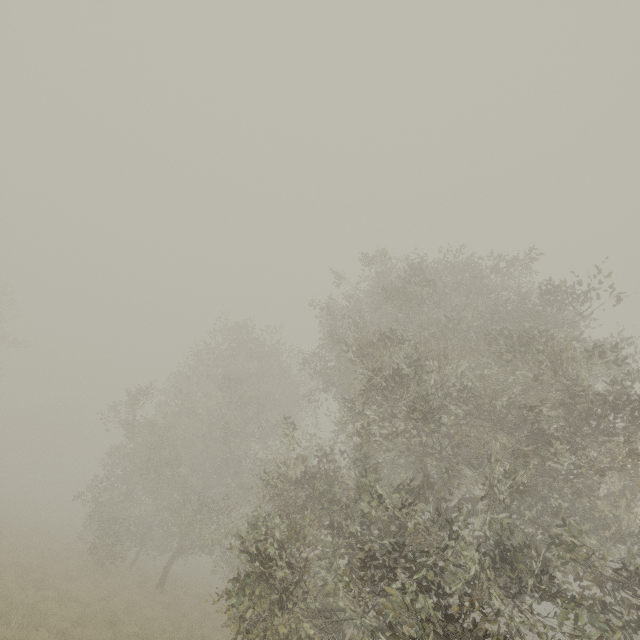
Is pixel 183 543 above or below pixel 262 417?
below
